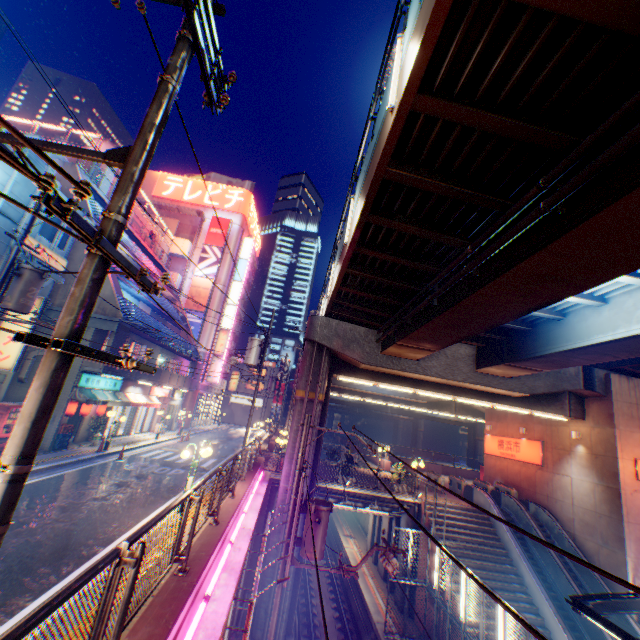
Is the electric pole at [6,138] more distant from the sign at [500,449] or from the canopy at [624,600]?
the sign at [500,449]

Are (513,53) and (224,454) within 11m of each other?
no

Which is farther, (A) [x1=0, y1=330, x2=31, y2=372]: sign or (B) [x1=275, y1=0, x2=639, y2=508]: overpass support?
(A) [x1=0, y1=330, x2=31, y2=372]: sign

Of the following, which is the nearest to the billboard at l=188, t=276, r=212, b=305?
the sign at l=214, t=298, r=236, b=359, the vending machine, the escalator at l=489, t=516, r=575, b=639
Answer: the sign at l=214, t=298, r=236, b=359

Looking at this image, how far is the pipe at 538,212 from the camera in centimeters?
632cm

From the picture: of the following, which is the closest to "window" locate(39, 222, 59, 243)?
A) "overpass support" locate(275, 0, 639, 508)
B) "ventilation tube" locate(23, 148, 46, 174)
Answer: "ventilation tube" locate(23, 148, 46, 174)

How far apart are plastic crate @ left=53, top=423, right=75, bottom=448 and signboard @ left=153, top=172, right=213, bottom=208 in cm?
3394

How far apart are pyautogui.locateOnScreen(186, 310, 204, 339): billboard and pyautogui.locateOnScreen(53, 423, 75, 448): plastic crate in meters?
20.8 m
